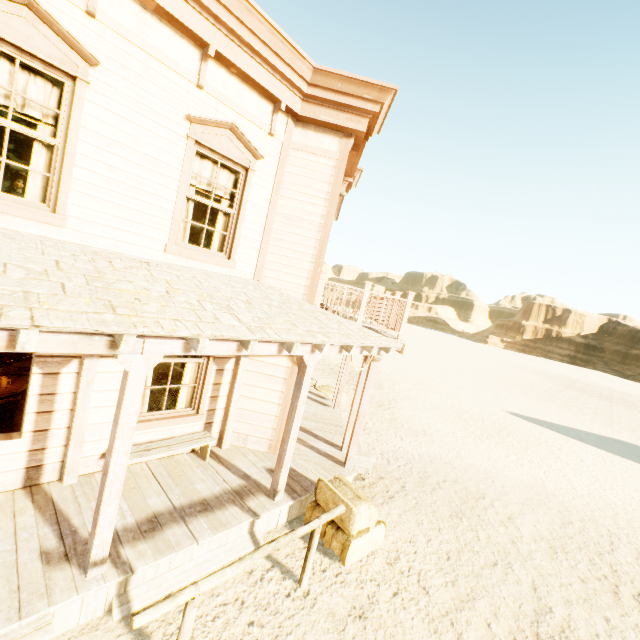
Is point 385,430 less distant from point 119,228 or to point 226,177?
point 226,177

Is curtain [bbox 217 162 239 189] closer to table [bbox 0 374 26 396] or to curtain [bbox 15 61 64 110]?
curtain [bbox 15 61 64 110]

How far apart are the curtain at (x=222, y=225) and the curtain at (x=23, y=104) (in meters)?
1.50

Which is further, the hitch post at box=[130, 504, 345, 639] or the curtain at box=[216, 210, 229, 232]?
the curtain at box=[216, 210, 229, 232]

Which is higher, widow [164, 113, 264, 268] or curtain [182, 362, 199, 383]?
widow [164, 113, 264, 268]

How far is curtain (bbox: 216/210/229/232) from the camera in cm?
585

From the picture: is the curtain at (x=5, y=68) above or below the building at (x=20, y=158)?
below

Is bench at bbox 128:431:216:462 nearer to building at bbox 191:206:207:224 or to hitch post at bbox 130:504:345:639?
building at bbox 191:206:207:224
